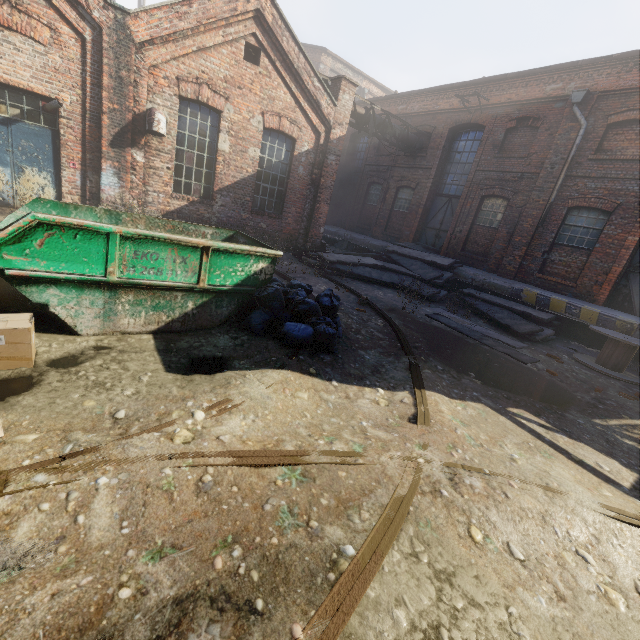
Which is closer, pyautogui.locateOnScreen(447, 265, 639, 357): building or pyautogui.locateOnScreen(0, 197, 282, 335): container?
pyautogui.locateOnScreen(0, 197, 282, 335): container

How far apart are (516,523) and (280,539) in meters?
2.1

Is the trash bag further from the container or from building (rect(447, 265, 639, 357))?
building (rect(447, 265, 639, 357))

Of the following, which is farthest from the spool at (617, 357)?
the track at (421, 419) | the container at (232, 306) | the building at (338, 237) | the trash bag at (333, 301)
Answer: the container at (232, 306)

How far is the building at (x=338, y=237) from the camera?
17.15m

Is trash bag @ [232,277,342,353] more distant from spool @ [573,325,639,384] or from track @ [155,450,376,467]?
spool @ [573,325,639,384]

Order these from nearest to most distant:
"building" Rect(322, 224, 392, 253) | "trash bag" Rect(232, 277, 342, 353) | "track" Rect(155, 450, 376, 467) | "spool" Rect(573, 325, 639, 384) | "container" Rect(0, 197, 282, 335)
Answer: "track" Rect(155, 450, 376, 467) < "container" Rect(0, 197, 282, 335) < "trash bag" Rect(232, 277, 342, 353) < "spool" Rect(573, 325, 639, 384) < "building" Rect(322, 224, 392, 253)

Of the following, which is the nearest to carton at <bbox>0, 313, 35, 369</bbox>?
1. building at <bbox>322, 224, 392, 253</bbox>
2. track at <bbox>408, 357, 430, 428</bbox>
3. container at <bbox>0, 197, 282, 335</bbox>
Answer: container at <bbox>0, 197, 282, 335</bbox>
